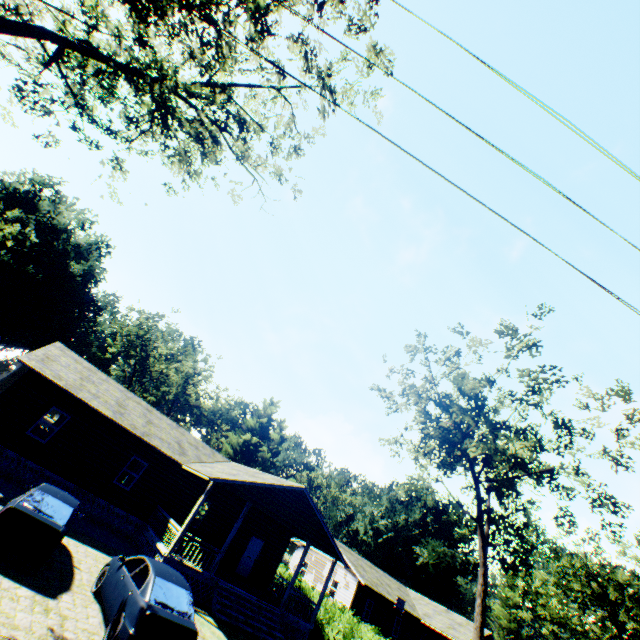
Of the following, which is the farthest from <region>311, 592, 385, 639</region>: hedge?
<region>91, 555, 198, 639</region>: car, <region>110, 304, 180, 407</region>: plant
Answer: <region>110, 304, 180, 407</region>: plant

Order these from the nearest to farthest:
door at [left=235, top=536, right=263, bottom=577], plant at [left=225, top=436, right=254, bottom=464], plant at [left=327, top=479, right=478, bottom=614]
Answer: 1. door at [left=235, top=536, right=263, bottom=577]
2. plant at [left=327, top=479, right=478, bottom=614]
3. plant at [left=225, top=436, right=254, bottom=464]

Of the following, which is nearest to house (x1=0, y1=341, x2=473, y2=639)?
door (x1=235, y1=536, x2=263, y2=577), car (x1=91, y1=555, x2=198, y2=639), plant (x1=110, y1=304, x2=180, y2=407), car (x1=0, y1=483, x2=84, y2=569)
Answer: door (x1=235, y1=536, x2=263, y2=577)

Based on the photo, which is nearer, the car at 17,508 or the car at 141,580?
the car at 141,580

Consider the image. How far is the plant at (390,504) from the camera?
48.2m

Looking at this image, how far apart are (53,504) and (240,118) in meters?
16.2 m

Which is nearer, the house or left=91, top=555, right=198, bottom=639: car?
left=91, top=555, right=198, bottom=639: car

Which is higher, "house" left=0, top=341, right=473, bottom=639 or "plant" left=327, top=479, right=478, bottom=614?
"plant" left=327, top=479, right=478, bottom=614
